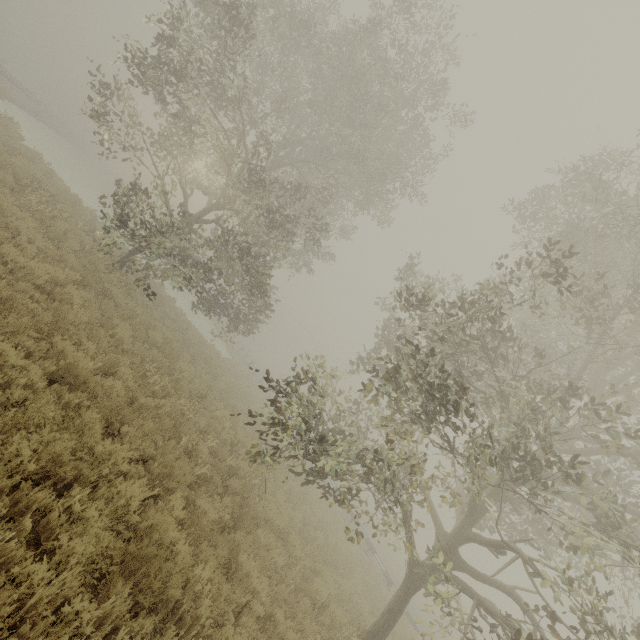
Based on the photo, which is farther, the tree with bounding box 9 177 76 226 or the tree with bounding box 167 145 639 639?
the tree with bounding box 9 177 76 226

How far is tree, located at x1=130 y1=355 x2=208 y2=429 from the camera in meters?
7.3 m

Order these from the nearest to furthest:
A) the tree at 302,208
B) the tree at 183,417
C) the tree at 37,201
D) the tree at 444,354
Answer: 1. the tree at 444,354
2. the tree at 183,417
3. the tree at 37,201
4. the tree at 302,208

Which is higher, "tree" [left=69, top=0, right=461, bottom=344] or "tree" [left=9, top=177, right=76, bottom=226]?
"tree" [left=69, top=0, right=461, bottom=344]

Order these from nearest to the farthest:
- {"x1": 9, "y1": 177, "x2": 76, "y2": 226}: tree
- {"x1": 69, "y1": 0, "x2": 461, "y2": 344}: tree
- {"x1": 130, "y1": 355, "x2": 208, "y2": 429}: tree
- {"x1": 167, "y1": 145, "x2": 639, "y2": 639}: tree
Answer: {"x1": 167, "y1": 145, "x2": 639, "y2": 639}: tree
{"x1": 130, "y1": 355, "x2": 208, "y2": 429}: tree
{"x1": 9, "y1": 177, "x2": 76, "y2": 226}: tree
{"x1": 69, "y1": 0, "x2": 461, "y2": 344}: tree

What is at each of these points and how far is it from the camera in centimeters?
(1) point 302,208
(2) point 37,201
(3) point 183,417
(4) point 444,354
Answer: (1) tree, 1395cm
(2) tree, 1001cm
(3) tree, 880cm
(4) tree, 803cm

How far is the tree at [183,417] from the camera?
7.25m

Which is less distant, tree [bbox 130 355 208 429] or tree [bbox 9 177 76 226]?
tree [bbox 130 355 208 429]
